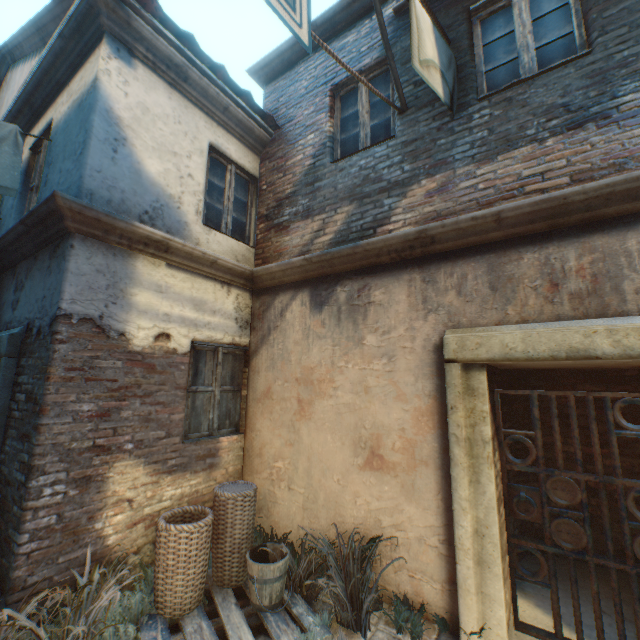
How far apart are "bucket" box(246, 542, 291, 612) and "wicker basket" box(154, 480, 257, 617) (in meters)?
0.38

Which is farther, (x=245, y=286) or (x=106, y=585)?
(x=245, y=286)

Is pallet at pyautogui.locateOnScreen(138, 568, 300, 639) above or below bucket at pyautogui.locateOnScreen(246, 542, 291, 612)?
below

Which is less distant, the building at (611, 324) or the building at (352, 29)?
the building at (611, 324)

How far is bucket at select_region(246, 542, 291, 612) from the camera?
3.07m

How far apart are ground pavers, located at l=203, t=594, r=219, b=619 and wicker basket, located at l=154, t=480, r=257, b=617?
0.1 meters

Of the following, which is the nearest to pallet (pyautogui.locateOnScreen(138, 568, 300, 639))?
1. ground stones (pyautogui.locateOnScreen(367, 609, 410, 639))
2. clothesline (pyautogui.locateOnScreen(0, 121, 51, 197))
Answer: ground stones (pyautogui.locateOnScreen(367, 609, 410, 639))

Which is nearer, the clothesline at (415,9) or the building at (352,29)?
→ the clothesline at (415,9)
